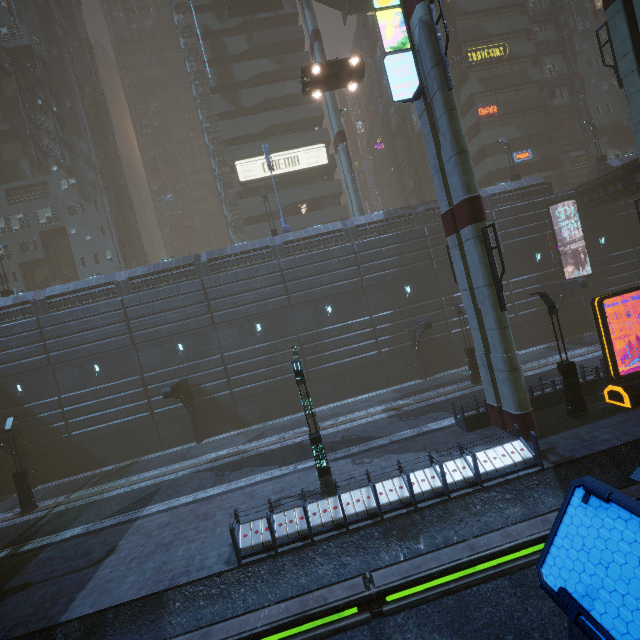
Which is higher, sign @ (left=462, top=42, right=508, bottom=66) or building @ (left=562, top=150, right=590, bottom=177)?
sign @ (left=462, top=42, right=508, bottom=66)

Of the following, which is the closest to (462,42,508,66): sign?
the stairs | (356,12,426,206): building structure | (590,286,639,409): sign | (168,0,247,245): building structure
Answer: (356,12,426,206): building structure

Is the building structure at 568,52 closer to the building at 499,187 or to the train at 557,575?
the building at 499,187

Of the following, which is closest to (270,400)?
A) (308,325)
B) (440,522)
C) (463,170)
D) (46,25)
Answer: (308,325)

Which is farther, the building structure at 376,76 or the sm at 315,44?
the building structure at 376,76

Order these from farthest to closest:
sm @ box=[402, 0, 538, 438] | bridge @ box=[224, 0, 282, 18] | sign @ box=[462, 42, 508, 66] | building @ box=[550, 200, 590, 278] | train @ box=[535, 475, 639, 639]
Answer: sign @ box=[462, 42, 508, 66] < bridge @ box=[224, 0, 282, 18] < building @ box=[550, 200, 590, 278] < sm @ box=[402, 0, 538, 438] < train @ box=[535, 475, 639, 639]

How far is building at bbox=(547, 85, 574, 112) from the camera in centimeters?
4054cm

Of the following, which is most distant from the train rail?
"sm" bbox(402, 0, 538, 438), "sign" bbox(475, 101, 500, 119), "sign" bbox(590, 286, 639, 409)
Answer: "sign" bbox(475, 101, 500, 119)
